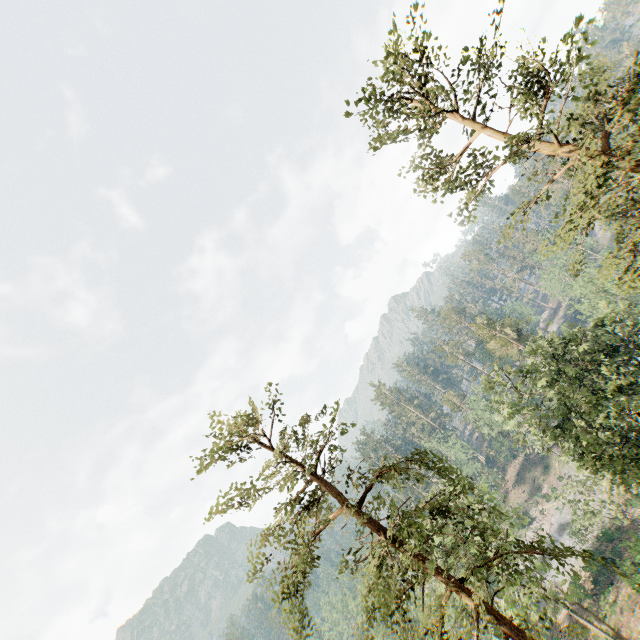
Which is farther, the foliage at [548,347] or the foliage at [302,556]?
the foliage at [302,556]

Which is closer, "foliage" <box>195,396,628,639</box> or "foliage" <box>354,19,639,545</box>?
"foliage" <box>354,19,639,545</box>

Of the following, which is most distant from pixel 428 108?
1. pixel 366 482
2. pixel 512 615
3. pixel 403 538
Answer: pixel 512 615
